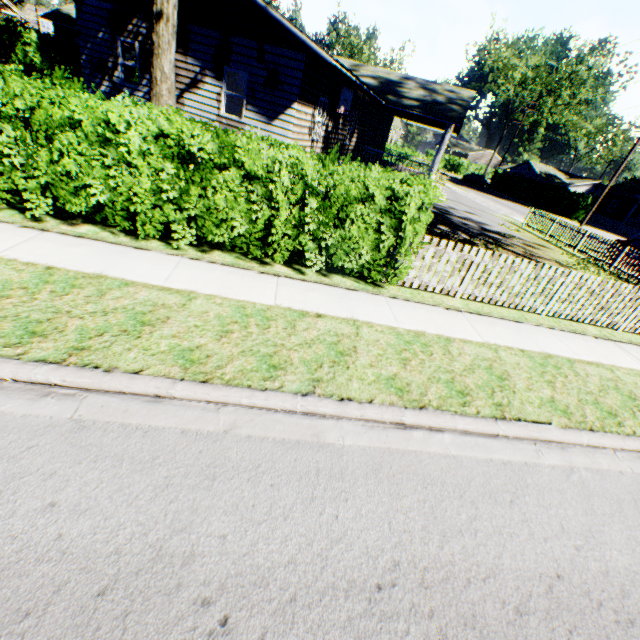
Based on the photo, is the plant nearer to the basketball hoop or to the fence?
the basketball hoop

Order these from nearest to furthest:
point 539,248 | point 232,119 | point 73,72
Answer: point 232,119
point 539,248
point 73,72

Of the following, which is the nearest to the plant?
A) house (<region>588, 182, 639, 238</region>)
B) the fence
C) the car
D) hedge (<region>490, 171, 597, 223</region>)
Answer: the fence

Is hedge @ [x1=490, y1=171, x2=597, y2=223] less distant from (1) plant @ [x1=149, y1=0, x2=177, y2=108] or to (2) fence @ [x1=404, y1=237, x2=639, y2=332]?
(2) fence @ [x1=404, y1=237, x2=639, y2=332]

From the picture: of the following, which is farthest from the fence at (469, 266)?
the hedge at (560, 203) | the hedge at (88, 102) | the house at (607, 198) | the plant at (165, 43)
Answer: the house at (607, 198)

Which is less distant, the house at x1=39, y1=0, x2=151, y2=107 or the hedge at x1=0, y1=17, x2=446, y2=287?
the hedge at x1=0, y1=17, x2=446, y2=287

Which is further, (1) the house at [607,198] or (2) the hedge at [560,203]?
(1) the house at [607,198]

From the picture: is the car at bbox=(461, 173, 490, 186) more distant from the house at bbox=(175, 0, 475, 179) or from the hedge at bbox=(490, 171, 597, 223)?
the house at bbox=(175, 0, 475, 179)
